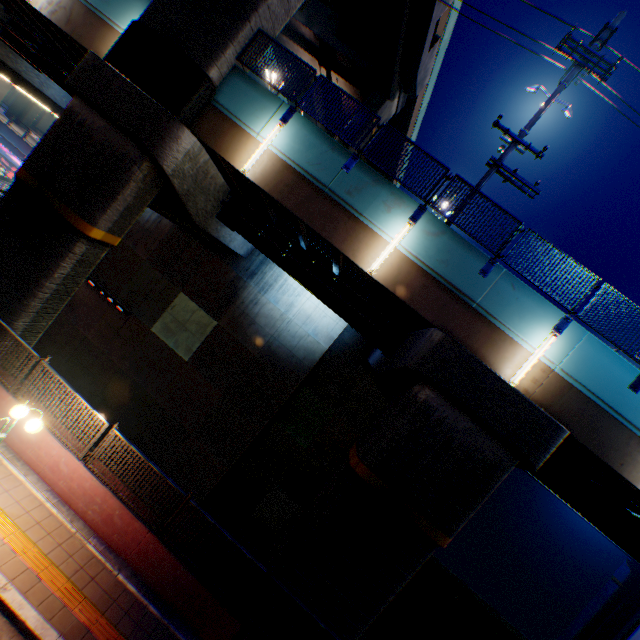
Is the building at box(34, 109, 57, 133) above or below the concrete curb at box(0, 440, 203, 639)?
above

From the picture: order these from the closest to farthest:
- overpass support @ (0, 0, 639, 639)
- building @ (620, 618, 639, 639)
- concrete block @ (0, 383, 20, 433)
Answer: building @ (620, 618, 639, 639)
concrete block @ (0, 383, 20, 433)
overpass support @ (0, 0, 639, 639)

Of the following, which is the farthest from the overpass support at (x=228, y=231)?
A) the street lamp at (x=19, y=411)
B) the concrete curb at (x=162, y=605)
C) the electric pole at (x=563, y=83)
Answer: the street lamp at (x=19, y=411)

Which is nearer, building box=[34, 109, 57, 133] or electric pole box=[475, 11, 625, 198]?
→ electric pole box=[475, 11, 625, 198]

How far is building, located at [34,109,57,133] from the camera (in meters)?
57.22

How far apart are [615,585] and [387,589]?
47.97m

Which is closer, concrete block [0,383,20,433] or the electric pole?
concrete block [0,383,20,433]

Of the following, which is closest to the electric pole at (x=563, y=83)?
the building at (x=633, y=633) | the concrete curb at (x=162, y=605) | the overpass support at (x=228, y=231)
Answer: the overpass support at (x=228, y=231)
